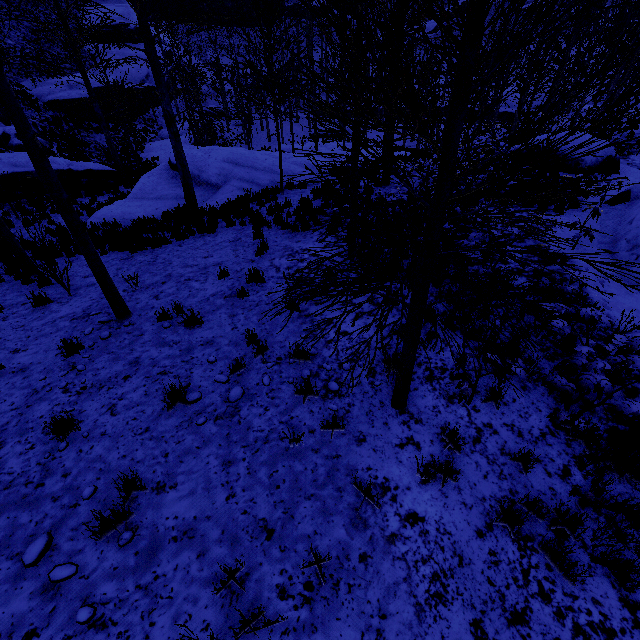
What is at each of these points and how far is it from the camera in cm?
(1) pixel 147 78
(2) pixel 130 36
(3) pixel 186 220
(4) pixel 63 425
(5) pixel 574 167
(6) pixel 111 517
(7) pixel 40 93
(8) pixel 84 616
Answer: (1) rock, 4544
(2) rock, 5022
(3) instancedfoliageactor, 1087
(4) instancedfoliageactor, 418
(5) rock, 1341
(6) instancedfoliageactor, 343
(7) rock, 3325
(8) instancedfoliageactor, 283

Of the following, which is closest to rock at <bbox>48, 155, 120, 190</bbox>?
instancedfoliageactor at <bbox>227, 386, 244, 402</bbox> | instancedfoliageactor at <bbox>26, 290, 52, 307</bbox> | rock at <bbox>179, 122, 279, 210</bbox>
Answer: instancedfoliageactor at <bbox>26, 290, 52, 307</bbox>

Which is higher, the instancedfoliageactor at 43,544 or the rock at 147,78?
the rock at 147,78

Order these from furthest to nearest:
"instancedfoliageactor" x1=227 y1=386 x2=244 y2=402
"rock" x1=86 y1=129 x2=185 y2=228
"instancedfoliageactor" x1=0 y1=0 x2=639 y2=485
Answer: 1. "rock" x1=86 y1=129 x2=185 y2=228
2. "instancedfoliageactor" x1=227 y1=386 x2=244 y2=402
3. "instancedfoliageactor" x1=0 y1=0 x2=639 y2=485

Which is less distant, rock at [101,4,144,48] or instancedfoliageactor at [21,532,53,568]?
instancedfoliageactor at [21,532,53,568]

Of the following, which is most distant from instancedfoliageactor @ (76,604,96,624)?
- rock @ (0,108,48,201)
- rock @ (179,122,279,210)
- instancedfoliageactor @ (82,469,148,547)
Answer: rock @ (179,122,279,210)

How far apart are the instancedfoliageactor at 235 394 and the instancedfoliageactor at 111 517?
1.7 meters

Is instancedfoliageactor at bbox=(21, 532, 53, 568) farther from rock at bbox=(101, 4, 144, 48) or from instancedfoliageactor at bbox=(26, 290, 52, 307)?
rock at bbox=(101, 4, 144, 48)
